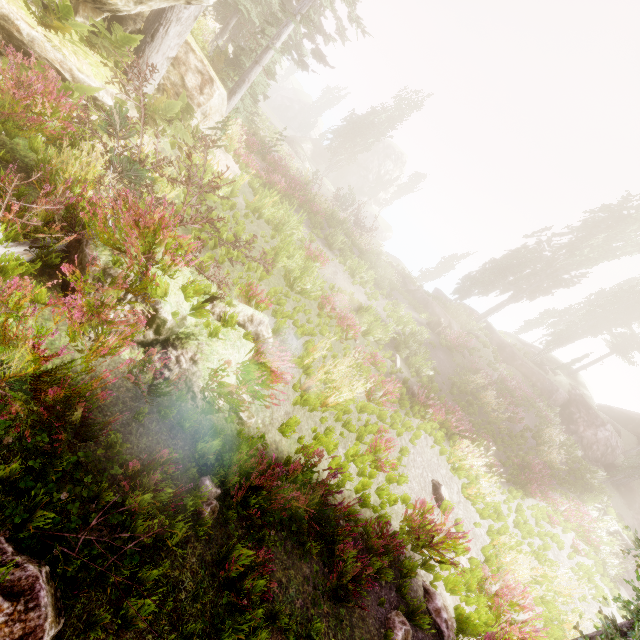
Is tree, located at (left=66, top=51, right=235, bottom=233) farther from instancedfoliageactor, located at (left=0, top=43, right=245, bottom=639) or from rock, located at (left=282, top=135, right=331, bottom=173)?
rock, located at (left=282, top=135, right=331, bottom=173)

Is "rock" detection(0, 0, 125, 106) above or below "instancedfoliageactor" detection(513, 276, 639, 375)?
below

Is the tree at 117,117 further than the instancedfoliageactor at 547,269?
No

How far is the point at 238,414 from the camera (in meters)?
5.39

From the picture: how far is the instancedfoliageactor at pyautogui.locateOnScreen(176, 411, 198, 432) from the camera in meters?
4.4 m

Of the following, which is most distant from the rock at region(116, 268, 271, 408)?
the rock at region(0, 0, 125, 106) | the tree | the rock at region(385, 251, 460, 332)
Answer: the rock at region(385, 251, 460, 332)

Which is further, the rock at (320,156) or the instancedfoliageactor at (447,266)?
the rock at (320,156)

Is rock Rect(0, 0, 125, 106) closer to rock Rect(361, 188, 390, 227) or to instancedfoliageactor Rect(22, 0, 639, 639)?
instancedfoliageactor Rect(22, 0, 639, 639)
